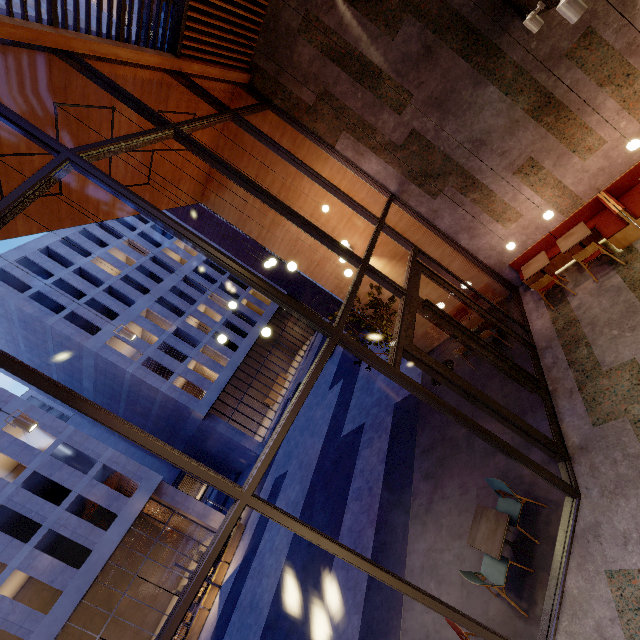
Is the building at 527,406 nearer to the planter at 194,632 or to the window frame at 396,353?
the window frame at 396,353

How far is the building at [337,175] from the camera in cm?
863

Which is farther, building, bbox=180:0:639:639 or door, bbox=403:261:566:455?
door, bbox=403:261:566:455

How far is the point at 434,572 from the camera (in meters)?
6.38

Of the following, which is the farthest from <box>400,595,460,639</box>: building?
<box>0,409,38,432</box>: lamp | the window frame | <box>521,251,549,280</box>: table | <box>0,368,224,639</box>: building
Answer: <box>0,368,224,639</box>: building

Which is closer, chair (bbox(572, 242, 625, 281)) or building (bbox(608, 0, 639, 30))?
building (bbox(608, 0, 639, 30))

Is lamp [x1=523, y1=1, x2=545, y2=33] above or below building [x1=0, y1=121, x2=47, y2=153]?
below

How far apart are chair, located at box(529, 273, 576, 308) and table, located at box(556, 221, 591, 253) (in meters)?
0.52
